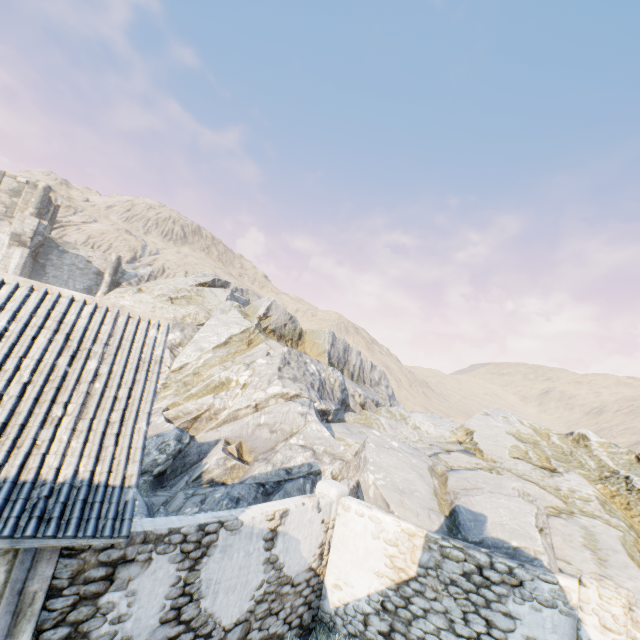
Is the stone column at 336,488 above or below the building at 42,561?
above

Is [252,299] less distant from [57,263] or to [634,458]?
[57,263]

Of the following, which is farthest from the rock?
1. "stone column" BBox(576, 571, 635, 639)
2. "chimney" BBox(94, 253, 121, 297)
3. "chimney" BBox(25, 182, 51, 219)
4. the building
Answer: "chimney" BBox(25, 182, 51, 219)

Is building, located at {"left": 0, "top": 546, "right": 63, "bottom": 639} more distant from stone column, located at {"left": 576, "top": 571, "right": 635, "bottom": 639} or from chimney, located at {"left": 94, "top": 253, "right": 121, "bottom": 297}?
chimney, located at {"left": 94, "top": 253, "right": 121, "bottom": 297}

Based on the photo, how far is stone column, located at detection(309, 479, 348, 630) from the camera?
7.89m

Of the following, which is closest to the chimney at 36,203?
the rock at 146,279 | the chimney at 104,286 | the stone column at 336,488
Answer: the rock at 146,279

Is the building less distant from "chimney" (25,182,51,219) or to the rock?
the rock

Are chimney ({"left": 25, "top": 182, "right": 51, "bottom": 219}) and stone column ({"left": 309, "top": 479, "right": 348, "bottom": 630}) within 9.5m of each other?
no
